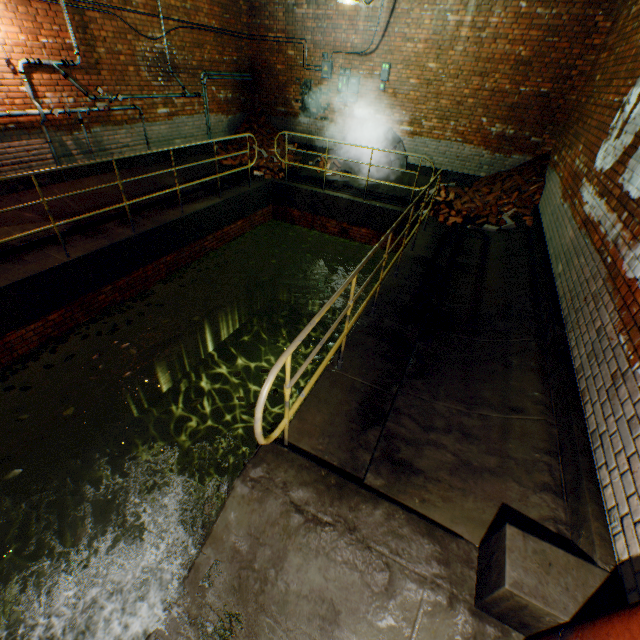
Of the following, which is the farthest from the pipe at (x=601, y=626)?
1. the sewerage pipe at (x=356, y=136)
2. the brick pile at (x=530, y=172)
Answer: the sewerage pipe at (x=356, y=136)

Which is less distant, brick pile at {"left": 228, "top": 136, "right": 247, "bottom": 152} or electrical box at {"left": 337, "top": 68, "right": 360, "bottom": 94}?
electrical box at {"left": 337, "top": 68, "right": 360, "bottom": 94}

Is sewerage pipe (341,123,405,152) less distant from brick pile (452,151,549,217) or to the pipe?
brick pile (452,151,549,217)

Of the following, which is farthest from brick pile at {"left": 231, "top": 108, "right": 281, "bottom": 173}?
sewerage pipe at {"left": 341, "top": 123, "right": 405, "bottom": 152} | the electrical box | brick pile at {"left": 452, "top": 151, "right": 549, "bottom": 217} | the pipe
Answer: the pipe

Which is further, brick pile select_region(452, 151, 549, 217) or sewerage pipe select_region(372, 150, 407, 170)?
sewerage pipe select_region(372, 150, 407, 170)

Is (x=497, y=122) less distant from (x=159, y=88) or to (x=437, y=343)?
(x=437, y=343)

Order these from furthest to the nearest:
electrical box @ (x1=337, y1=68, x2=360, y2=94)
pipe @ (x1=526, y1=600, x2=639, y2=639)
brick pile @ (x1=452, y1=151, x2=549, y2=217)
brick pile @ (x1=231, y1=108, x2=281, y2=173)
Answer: brick pile @ (x1=231, y1=108, x2=281, y2=173) < electrical box @ (x1=337, y1=68, x2=360, y2=94) < brick pile @ (x1=452, y1=151, x2=549, y2=217) < pipe @ (x1=526, y1=600, x2=639, y2=639)

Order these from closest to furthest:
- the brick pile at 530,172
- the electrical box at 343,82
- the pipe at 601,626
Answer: the pipe at 601,626, the brick pile at 530,172, the electrical box at 343,82
